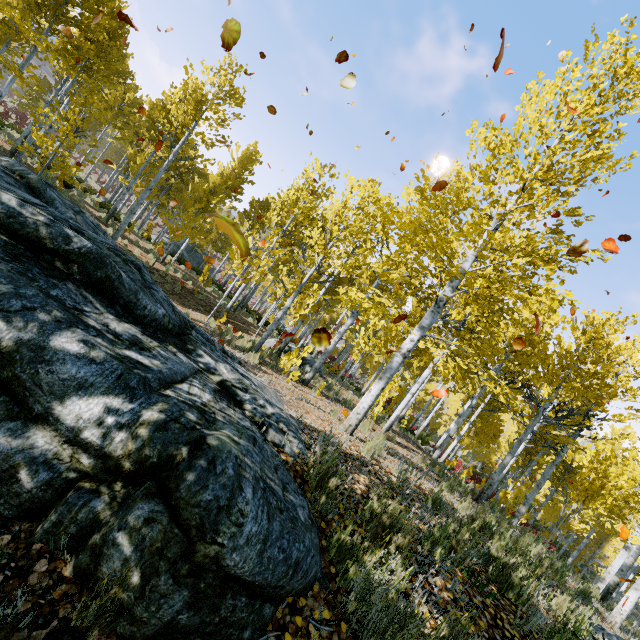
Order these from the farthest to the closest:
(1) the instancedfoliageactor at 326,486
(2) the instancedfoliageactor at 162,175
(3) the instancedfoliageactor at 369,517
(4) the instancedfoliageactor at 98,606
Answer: (2) the instancedfoliageactor at 162,175 → (1) the instancedfoliageactor at 326,486 → (3) the instancedfoliageactor at 369,517 → (4) the instancedfoliageactor at 98,606

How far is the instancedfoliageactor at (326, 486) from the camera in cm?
289

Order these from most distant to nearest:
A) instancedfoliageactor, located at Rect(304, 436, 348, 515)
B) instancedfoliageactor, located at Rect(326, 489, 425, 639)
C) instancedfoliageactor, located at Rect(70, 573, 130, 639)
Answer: instancedfoliageactor, located at Rect(304, 436, 348, 515)
instancedfoliageactor, located at Rect(326, 489, 425, 639)
instancedfoliageactor, located at Rect(70, 573, 130, 639)

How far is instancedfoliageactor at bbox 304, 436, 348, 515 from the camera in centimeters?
289cm

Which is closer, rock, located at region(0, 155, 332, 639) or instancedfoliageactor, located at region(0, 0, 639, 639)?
rock, located at region(0, 155, 332, 639)

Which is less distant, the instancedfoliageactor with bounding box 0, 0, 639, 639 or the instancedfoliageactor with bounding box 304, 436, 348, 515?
the instancedfoliageactor with bounding box 304, 436, 348, 515

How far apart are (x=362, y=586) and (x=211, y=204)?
20.7 meters
